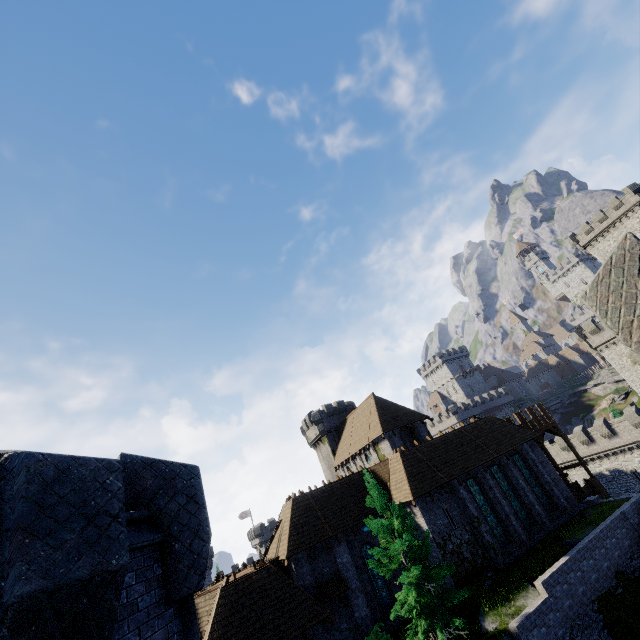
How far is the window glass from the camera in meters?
21.4

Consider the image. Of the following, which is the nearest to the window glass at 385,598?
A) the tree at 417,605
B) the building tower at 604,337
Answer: the tree at 417,605

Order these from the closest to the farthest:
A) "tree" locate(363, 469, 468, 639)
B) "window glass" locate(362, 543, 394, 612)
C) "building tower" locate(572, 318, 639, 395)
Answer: "tree" locate(363, 469, 468, 639) → "window glass" locate(362, 543, 394, 612) → "building tower" locate(572, 318, 639, 395)

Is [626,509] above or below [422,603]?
below

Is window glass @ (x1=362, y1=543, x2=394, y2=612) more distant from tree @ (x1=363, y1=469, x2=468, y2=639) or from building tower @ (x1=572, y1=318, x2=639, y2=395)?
building tower @ (x1=572, y1=318, x2=639, y2=395)

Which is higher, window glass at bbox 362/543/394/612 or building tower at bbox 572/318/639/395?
building tower at bbox 572/318/639/395

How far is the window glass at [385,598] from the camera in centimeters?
2138cm

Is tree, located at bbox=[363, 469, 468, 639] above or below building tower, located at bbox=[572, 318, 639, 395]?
below
